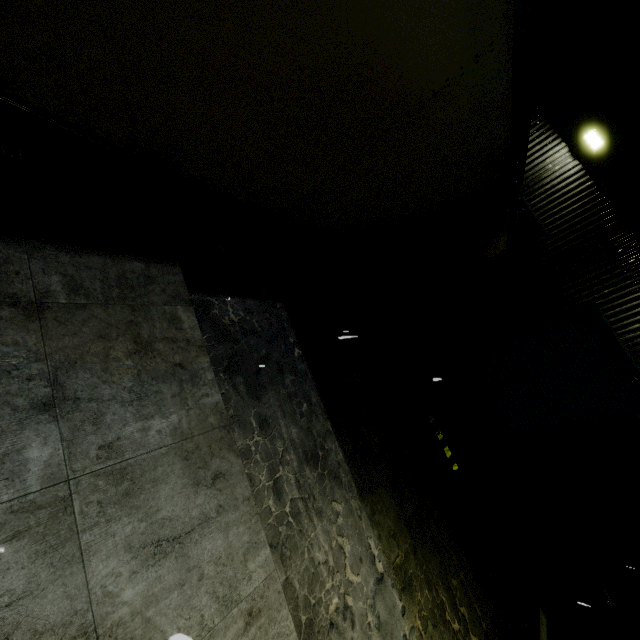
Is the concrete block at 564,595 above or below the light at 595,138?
below

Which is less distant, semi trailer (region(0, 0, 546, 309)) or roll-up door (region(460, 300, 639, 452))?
semi trailer (region(0, 0, 546, 309))

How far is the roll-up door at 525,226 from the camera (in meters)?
8.76

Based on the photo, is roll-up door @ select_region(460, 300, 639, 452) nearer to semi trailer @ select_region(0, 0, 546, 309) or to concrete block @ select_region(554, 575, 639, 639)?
semi trailer @ select_region(0, 0, 546, 309)

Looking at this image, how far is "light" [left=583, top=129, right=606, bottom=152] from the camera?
7.8 meters

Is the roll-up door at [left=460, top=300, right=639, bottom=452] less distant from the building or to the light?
the building

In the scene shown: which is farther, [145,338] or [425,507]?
[425,507]

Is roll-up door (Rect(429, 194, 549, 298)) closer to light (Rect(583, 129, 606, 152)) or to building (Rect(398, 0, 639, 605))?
building (Rect(398, 0, 639, 605))
